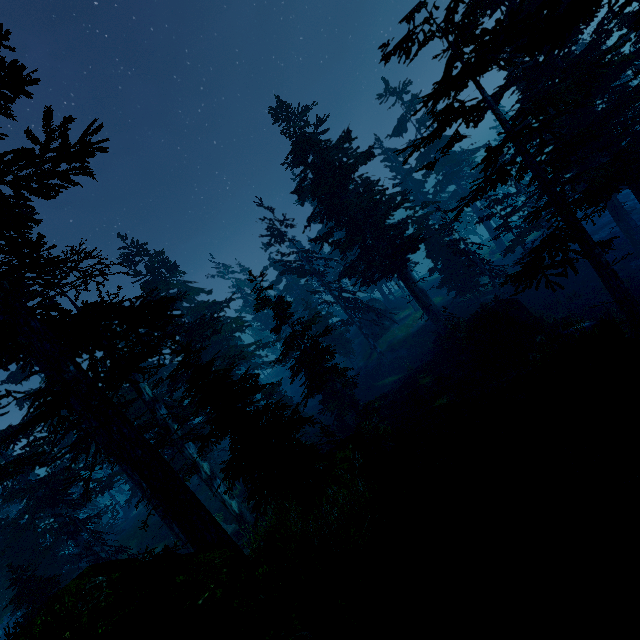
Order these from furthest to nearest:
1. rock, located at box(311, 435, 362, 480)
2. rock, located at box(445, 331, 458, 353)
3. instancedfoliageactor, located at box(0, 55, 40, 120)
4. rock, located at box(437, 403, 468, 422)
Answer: rock, located at box(445, 331, 458, 353) < rock, located at box(437, 403, 468, 422) < rock, located at box(311, 435, 362, 480) < instancedfoliageactor, located at box(0, 55, 40, 120)

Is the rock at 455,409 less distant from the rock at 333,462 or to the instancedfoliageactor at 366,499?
the instancedfoliageactor at 366,499

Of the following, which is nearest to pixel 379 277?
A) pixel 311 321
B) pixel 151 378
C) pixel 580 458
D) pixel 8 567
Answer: pixel 311 321

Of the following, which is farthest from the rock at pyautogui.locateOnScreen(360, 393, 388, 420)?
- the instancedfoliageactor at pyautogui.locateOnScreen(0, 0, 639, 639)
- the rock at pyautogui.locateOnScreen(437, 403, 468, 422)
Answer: the rock at pyautogui.locateOnScreen(437, 403, 468, 422)

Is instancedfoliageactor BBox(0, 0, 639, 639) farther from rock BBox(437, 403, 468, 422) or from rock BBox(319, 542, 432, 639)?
rock BBox(437, 403, 468, 422)
